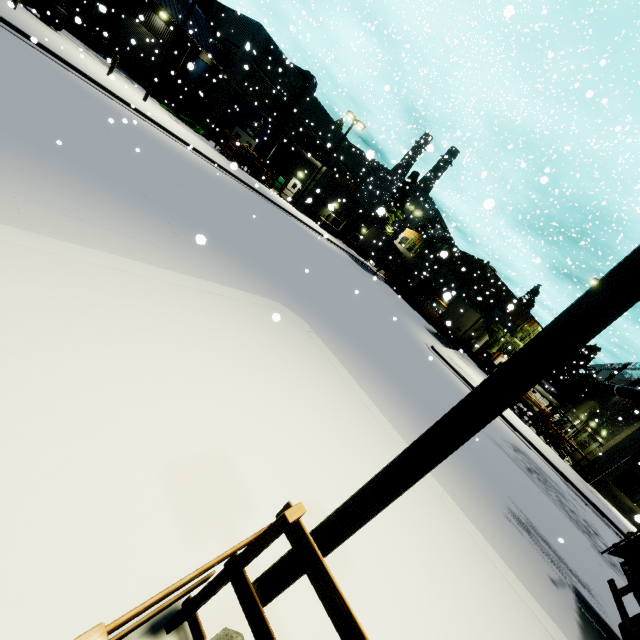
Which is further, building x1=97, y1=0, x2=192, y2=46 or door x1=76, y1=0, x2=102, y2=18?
door x1=76, y1=0, x2=102, y2=18

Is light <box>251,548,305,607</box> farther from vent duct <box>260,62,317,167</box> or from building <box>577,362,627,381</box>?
building <box>577,362,627,381</box>

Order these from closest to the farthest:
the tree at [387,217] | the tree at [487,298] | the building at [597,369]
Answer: the building at [597,369]
the tree at [487,298]
the tree at [387,217]

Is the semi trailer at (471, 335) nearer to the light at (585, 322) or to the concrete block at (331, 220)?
the concrete block at (331, 220)

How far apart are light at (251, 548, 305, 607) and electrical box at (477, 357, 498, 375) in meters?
34.1

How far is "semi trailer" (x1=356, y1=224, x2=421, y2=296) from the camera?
33.7m

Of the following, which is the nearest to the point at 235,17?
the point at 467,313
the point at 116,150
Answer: the point at 116,150

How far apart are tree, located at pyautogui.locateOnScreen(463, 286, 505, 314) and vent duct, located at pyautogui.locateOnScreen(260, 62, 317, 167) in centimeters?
1388cm
